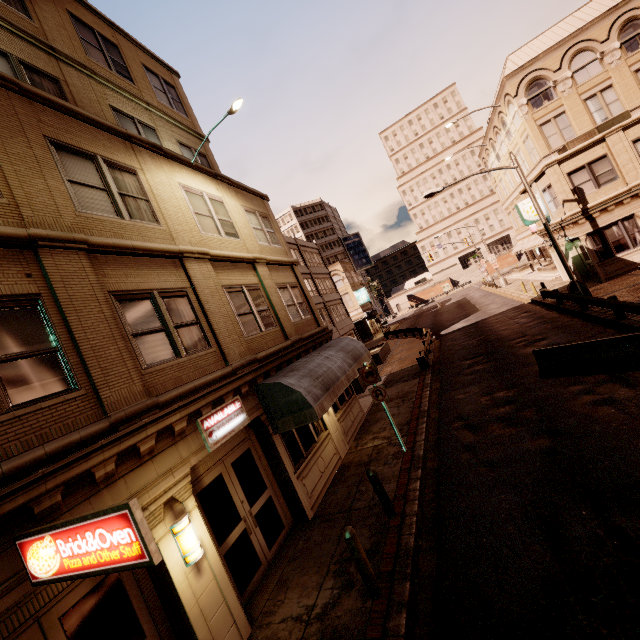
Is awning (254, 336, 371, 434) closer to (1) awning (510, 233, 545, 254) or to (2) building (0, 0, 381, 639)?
(2) building (0, 0, 381, 639)

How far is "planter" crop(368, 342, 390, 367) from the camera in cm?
2657

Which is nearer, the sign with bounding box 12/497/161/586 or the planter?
the sign with bounding box 12/497/161/586

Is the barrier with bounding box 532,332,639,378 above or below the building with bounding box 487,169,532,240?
below

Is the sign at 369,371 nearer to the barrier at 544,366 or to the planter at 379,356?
the barrier at 544,366

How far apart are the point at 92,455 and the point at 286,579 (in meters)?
5.01

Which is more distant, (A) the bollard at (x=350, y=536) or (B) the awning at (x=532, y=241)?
(B) the awning at (x=532, y=241)

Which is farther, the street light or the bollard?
the street light
